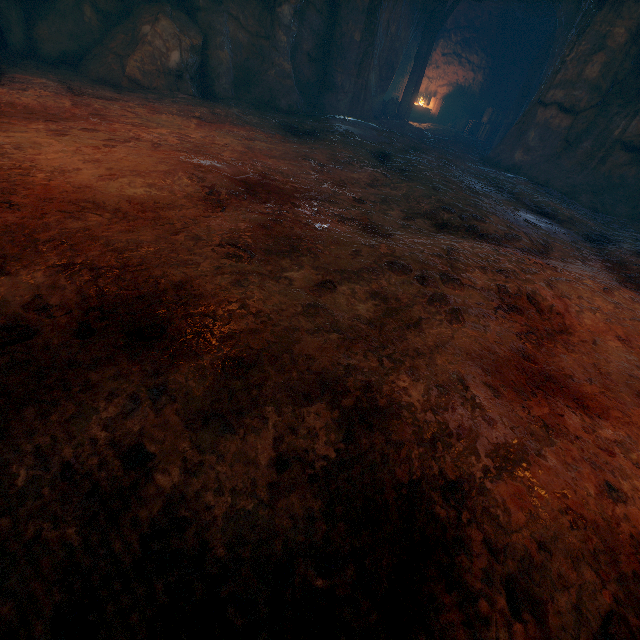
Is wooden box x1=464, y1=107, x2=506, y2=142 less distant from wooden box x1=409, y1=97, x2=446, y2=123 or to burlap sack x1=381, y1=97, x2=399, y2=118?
wooden box x1=409, y1=97, x2=446, y2=123

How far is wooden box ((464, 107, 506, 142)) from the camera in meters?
14.7

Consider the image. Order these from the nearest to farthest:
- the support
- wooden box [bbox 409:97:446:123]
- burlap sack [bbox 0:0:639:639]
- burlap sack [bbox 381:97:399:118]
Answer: burlap sack [bbox 0:0:639:639]
the support
burlap sack [bbox 381:97:399:118]
wooden box [bbox 409:97:446:123]

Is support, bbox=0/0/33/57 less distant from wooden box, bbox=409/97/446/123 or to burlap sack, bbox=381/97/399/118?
burlap sack, bbox=381/97/399/118

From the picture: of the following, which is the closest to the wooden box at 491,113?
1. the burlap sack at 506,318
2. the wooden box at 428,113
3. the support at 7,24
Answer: the wooden box at 428,113

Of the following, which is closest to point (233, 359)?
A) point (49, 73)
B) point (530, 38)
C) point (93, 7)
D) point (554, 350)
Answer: point (554, 350)

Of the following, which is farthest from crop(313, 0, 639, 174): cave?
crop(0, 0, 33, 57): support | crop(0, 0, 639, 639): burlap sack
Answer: crop(0, 0, 33, 57): support

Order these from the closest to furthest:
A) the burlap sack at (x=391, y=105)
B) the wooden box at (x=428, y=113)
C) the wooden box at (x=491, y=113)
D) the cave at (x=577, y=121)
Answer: the cave at (x=577, y=121)
the burlap sack at (x=391, y=105)
the wooden box at (x=491, y=113)
the wooden box at (x=428, y=113)
